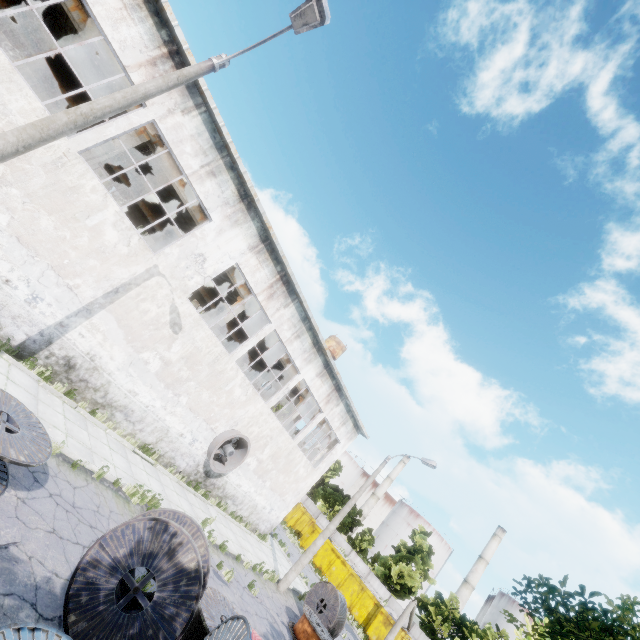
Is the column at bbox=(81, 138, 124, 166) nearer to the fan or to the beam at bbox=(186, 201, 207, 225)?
the beam at bbox=(186, 201, 207, 225)

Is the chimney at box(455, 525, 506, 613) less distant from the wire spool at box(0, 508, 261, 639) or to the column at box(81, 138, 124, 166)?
the wire spool at box(0, 508, 261, 639)

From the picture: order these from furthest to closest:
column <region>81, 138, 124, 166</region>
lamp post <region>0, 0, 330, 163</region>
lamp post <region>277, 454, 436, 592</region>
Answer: lamp post <region>277, 454, 436, 592</region> < column <region>81, 138, 124, 166</region> < lamp post <region>0, 0, 330, 163</region>

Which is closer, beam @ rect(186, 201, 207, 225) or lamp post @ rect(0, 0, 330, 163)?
lamp post @ rect(0, 0, 330, 163)

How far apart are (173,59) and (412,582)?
45.49m

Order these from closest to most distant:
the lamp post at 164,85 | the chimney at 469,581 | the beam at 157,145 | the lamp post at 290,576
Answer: the lamp post at 164,85 → the beam at 157,145 → the lamp post at 290,576 → the chimney at 469,581

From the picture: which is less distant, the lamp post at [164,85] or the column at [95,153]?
the lamp post at [164,85]

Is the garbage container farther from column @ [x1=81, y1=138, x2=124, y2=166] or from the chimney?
column @ [x1=81, y1=138, x2=124, y2=166]
